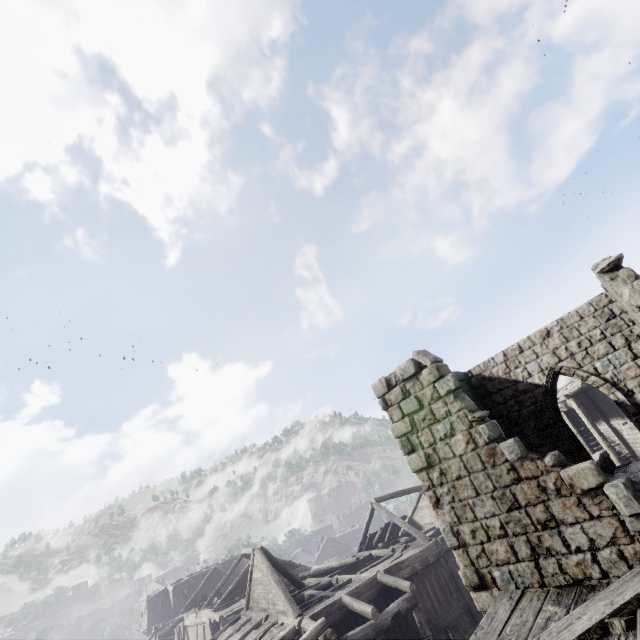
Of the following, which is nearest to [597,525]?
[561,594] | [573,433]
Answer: [561,594]

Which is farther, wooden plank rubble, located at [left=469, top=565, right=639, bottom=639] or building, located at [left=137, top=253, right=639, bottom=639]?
building, located at [left=137, top=253, right=639, bottom=639]

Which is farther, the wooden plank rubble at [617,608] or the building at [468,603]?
the building at [468,603]
